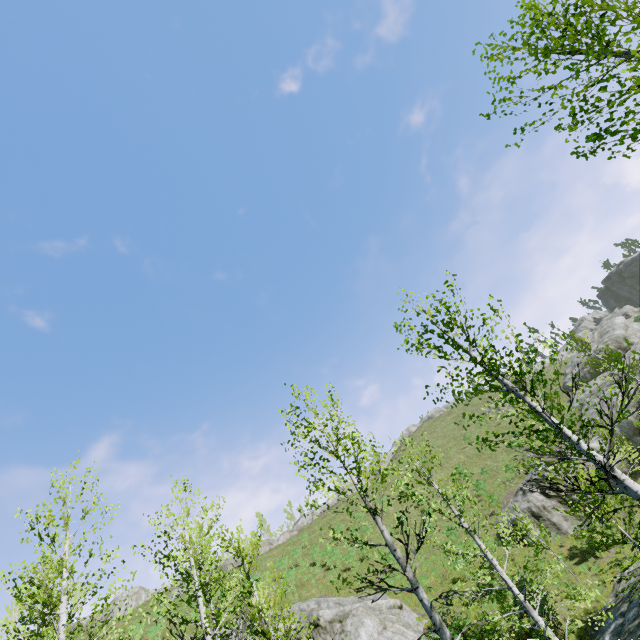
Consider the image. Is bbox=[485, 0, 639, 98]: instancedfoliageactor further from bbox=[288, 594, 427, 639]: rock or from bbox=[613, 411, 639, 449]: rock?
bbox=[613, 411, 639, 449]: rock

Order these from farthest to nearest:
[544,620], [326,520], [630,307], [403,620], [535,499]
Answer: [630,307] < [326,520] < [535,499] < [403,620] < [544,620]

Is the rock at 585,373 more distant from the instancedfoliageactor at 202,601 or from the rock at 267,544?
the rock at 267,544

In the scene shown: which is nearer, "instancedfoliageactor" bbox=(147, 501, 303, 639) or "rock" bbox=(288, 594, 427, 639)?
"instancedfoliageactor" bbox=(147, 501, 303, 639)

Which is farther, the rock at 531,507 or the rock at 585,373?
the rock at 585,373

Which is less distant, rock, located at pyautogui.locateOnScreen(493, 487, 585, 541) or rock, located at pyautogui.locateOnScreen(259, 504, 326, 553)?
rock, located at pyautogui.locateOnScreen(493, 487, 585, 541)

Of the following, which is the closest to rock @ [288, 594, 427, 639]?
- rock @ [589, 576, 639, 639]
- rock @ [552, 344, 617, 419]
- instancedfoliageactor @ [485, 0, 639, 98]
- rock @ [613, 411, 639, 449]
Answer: instancedfoliageactor @ [485, 0, 639, 98]

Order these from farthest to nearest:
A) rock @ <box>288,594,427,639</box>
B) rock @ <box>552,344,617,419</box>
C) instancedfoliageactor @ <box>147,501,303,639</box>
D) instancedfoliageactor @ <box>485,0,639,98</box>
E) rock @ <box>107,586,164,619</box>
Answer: rock @ <box>107,586,164,619</box> → rock @ <box>552,344,617,419</box> → rock @ <box>288,594,427,639</box> → instancedfoliageactor @ <box>147,501,303,639</box> → instancedfoliageactor @ <box>485,0,639,98</box>
